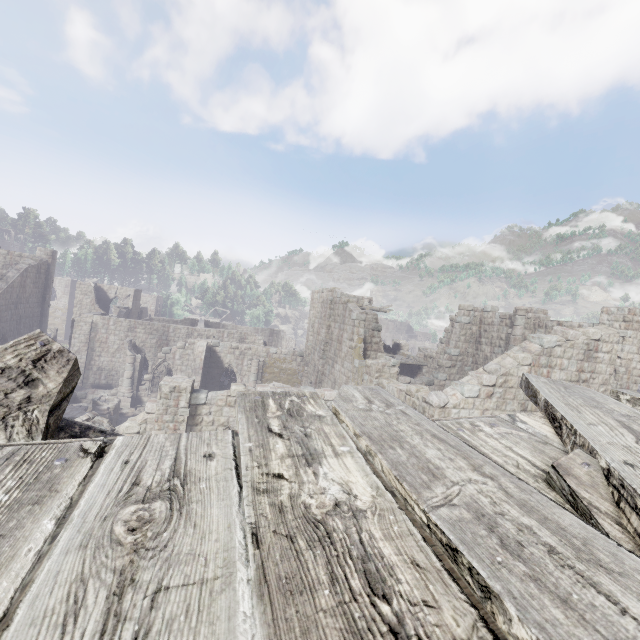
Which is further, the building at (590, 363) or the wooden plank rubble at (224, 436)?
the building at (590, 363)

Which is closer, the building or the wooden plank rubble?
the wooden plank rubble

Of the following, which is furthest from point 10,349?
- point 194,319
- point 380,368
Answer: point 194,319
